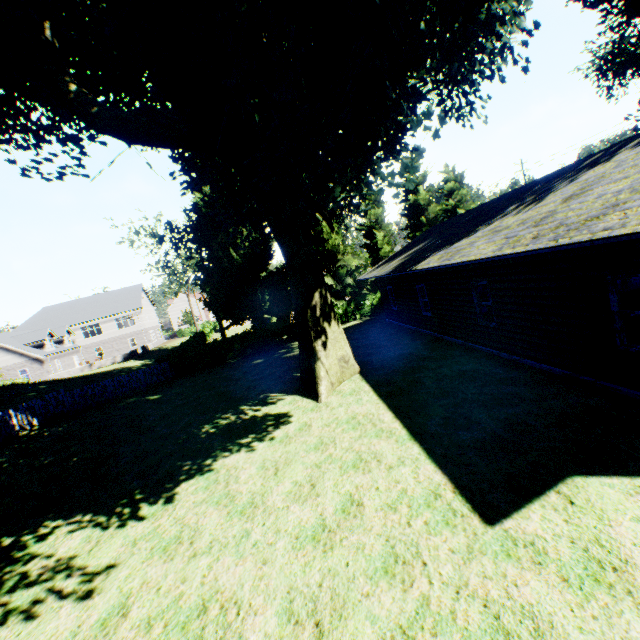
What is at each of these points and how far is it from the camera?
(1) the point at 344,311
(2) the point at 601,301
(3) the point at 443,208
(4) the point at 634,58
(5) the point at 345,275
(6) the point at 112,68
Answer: (1) hedge, 28.0 meters
(2) house, 6.8 meters
(3) tree, 33.0 meters
(4) plant, 23.4 meters
(5) tree, 29.7 meters
(6) plant, 12.0 meters

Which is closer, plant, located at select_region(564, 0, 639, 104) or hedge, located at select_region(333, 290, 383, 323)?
plant, located at select_region(564, 0, 639, 104)

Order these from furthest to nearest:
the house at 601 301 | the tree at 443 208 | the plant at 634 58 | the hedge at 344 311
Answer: the tree at 443 208 → the hedge at 344 311 → the plant at 634 58 → the house at 601 301

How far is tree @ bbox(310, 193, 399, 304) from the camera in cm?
2827

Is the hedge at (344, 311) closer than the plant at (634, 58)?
No

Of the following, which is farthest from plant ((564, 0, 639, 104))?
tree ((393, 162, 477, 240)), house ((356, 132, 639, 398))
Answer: house ((356, 132, 639, 398))

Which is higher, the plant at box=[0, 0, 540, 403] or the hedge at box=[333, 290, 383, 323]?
the plant at box=[0, 0, 540, 403]
